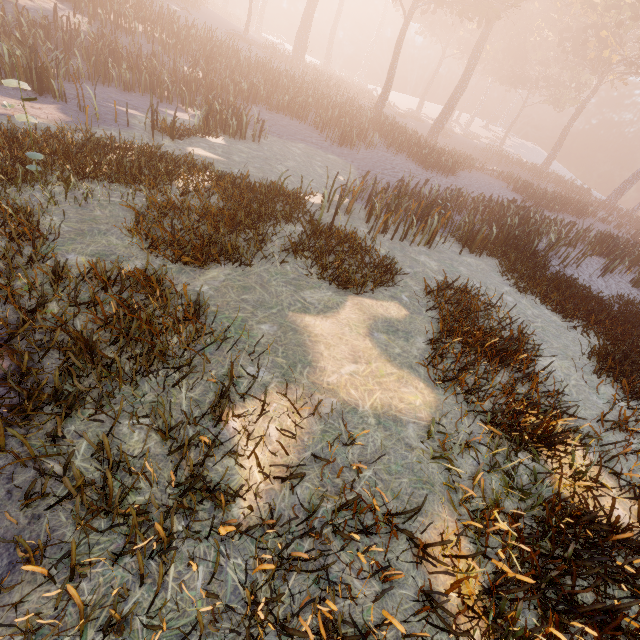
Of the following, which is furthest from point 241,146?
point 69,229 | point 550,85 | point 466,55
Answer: point 466,55
